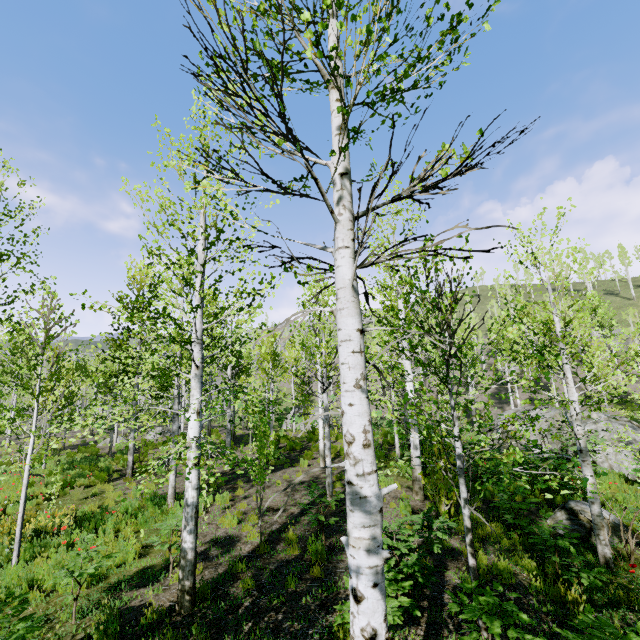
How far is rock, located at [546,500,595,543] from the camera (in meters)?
7.48

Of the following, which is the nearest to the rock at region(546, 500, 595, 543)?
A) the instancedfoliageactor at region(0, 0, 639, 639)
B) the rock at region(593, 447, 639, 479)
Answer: the instancedfoliageactor at region(0, 0, 639, 639)

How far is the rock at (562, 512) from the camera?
7.5 meters

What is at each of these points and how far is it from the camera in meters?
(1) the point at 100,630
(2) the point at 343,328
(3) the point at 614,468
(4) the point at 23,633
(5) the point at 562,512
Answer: (1) instancedfoliageactor, 4.3 m
(2) instancedfoliageactor, 2.3 m
(3) rock, 12.4 m
(4) instancedfoliageactor, 3.4 m
(5) rock, 8.2 m

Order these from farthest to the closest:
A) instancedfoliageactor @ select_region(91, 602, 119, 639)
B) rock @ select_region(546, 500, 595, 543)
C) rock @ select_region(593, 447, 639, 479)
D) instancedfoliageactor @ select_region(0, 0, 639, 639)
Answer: rock @ select_region(593, 447, 639, 479), rock @ select_region(546, 500, 595, 543), instancedfoliageactor @ select_region(91, 602, 119, 639), instancedfoliageactor @ select_region(0, 0, 639, 639)

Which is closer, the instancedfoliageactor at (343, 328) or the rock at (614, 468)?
the instancedfoliageactor at (343, 328)
